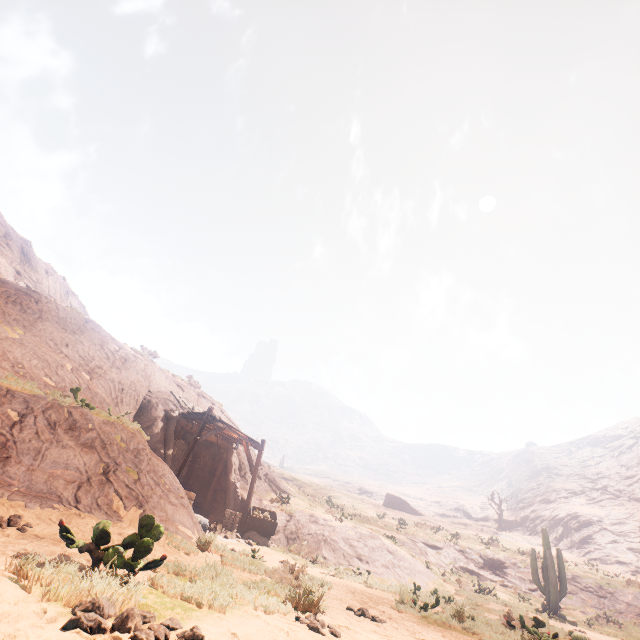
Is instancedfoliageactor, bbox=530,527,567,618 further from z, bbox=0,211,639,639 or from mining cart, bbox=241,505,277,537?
mining cart, bbox=241,505,277,537

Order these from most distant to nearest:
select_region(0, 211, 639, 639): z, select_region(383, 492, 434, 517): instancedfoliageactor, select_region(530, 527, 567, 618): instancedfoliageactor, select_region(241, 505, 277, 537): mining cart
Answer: select_region(383, 492, 434, 517): instancedfoliageactor
select_region(530, 527, 567, 618): instancedfoliageactor
select_region(241, 505, 277, 537): mining cart
select_region(0, 211, 639, 639): z

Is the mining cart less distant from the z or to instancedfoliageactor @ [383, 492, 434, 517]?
the z

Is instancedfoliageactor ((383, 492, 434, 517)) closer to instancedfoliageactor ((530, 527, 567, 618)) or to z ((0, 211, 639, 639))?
instancedfoliageactor ((530, 527, 567, 618))

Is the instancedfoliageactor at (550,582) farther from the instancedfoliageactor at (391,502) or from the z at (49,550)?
the instancedfoliageactor at (391,502)

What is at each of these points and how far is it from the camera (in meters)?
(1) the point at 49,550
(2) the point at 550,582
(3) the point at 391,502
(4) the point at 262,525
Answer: (1) z, 4.05
(2) instancedfoliageactor, 17.64
(3) instancedfoliageactor, 56.78
(4) mining cart, 16.28

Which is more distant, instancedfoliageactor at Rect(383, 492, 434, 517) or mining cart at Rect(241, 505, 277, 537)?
instancedfoliageactor at Rect(383, 492, 434, 517)

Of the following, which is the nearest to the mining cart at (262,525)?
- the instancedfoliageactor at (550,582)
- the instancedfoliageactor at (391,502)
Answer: the instancedfoliageactor at (550,582)
